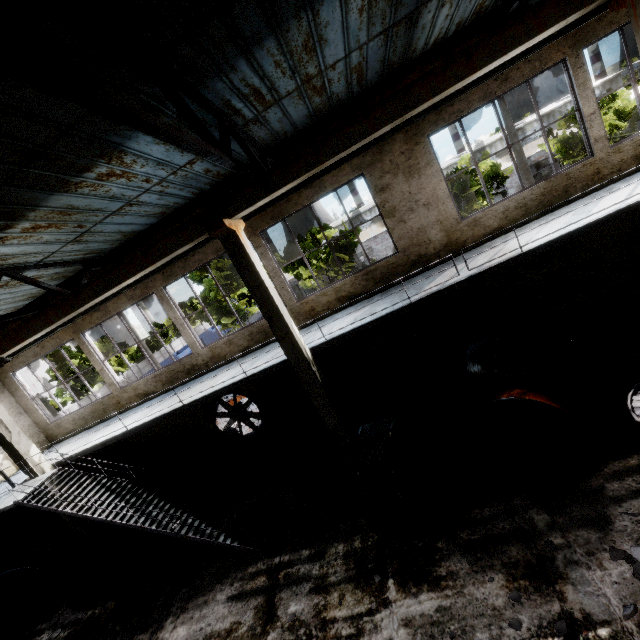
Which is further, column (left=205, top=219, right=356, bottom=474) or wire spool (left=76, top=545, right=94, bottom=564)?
wire spool (left=76, top=545, right=94, bottom=564)

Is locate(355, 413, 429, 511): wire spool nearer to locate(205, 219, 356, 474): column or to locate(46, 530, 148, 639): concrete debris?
locate(205, 219, 356, 474): column

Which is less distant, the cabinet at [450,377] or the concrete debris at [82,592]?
the concrete debris at [82,592]

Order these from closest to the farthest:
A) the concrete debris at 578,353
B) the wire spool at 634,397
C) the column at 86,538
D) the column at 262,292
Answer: the wire spool at 634,397
the column at 262,292
the concrete debris at 578,353
the column at 86,538

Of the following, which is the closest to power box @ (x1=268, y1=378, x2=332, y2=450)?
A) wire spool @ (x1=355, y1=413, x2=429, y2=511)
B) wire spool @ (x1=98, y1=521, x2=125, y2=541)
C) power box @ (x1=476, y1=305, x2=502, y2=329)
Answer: wire spool @ (x1=355, y1=413, x2=429, y2=511)

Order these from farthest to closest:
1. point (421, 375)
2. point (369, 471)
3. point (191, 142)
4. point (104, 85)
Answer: point (421, 375), point (369, 471), point (191, 142), point (104, 85)

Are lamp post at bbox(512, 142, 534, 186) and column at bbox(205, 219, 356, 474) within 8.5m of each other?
no

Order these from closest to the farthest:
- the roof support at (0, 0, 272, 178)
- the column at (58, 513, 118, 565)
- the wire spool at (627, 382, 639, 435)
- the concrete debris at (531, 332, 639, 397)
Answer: the roof support at (0, 0, 272, 178) → the wire spool at (627, 382, 639, 435) → the concrete debris at (531, 332, 639, 397) → the column at (58, 513, 118, 565)
